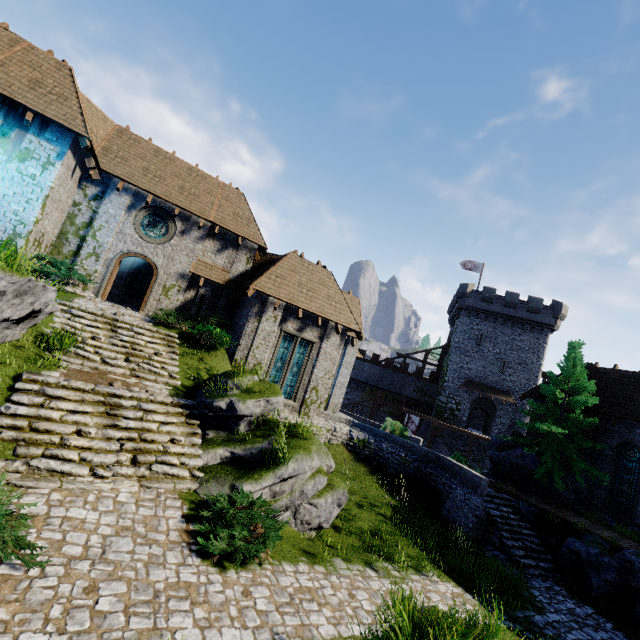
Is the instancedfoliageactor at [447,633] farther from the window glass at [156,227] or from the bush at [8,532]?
the window glass at [156,227]

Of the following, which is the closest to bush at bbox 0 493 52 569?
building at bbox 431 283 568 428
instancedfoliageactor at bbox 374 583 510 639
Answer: instancedfoliageactor at bbox 374 583 510 639

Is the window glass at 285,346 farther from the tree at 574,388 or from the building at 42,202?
the tree at 574,388

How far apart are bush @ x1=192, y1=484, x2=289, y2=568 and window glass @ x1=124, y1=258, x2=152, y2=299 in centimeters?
1749cm

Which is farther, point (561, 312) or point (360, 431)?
point (561, 312)

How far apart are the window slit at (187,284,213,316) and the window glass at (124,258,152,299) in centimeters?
638cm

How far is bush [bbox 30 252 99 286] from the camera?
12.4 meters

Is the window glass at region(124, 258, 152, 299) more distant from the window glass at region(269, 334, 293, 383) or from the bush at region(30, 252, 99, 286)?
the window glass at region(269, 334, 293, 383)
